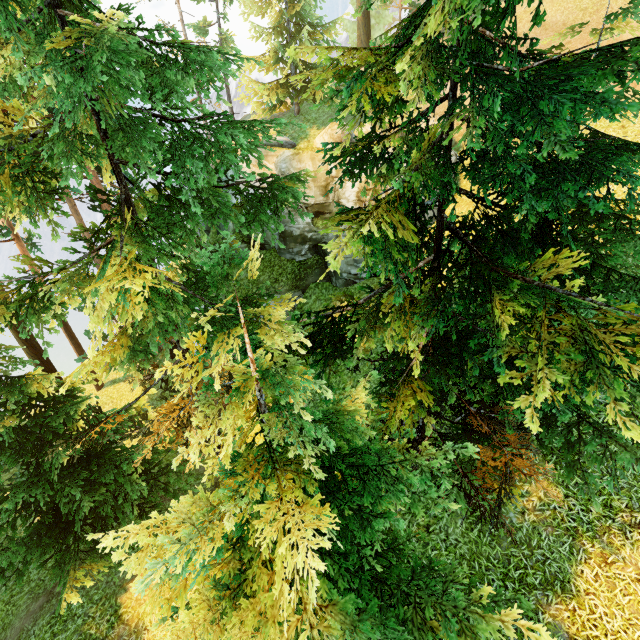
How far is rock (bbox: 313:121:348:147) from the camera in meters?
16.2

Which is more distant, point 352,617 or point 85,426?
point 85,426

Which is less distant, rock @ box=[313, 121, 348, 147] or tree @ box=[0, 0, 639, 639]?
tree @ box=[0, 0, 639, 639]

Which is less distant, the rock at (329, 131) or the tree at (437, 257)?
the tree at (437, 257)

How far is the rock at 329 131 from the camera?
16.2m
